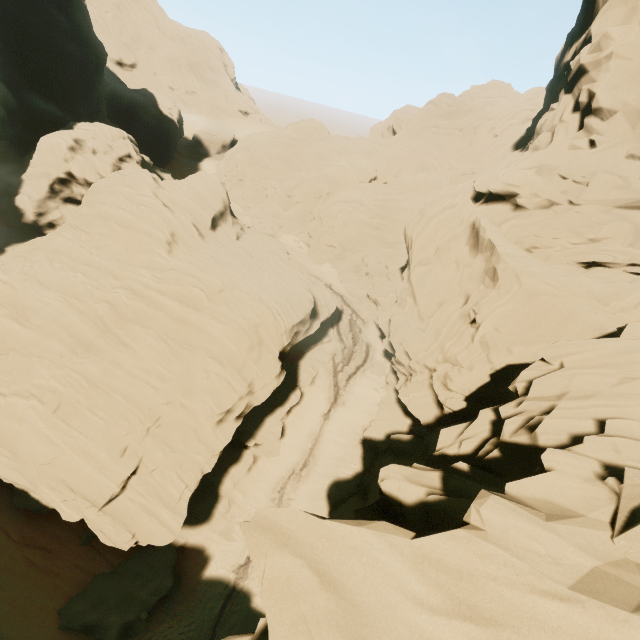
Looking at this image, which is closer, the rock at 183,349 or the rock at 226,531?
the rock at 183,349

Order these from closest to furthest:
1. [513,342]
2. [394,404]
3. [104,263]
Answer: [513,342], [104,263], [394,404]

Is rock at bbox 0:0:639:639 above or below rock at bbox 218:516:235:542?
above

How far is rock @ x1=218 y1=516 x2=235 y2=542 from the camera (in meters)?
23.59

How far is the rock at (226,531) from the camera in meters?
23.6

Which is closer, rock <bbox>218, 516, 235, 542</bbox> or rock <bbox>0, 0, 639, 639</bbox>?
rock <bbox>0, 0, 639, 639</bbox>
